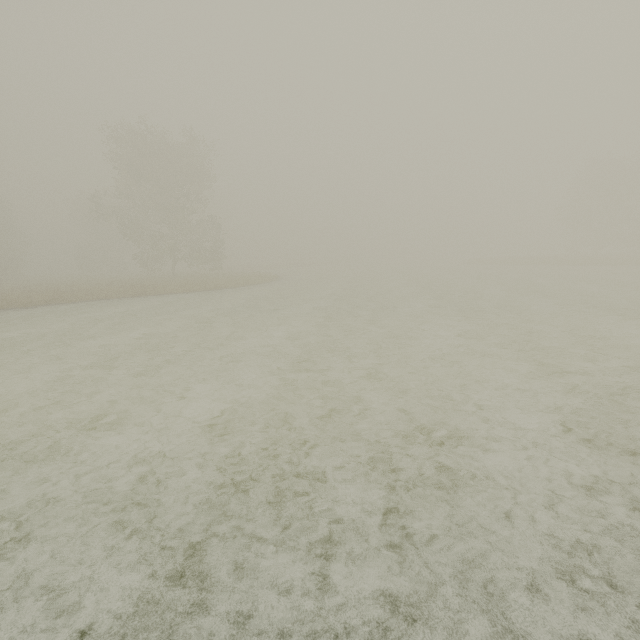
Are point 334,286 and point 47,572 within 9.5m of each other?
no
